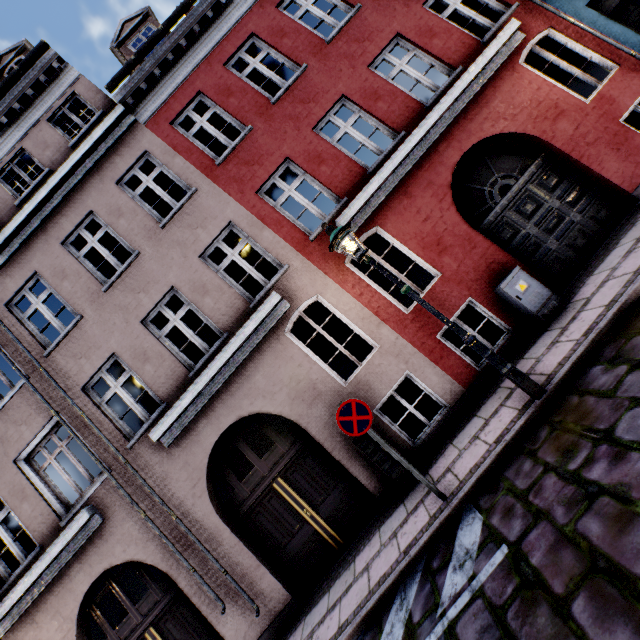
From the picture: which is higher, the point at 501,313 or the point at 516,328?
the point at 501,313

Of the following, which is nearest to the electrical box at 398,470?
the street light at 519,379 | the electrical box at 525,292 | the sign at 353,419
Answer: the sign at 353,419

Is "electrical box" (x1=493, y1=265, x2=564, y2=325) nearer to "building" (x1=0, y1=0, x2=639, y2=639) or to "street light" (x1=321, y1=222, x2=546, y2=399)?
"building" (x1=0, y1=0, x2=639, y2=639)

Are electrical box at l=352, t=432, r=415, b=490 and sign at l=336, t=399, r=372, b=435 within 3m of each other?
yes

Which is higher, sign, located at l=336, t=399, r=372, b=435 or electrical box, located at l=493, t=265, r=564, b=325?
sign, located at l=336, t=399, r=372, b=435

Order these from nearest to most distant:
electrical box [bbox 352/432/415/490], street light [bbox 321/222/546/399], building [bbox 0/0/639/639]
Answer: street light [bbox 321/222/546/399], electrical box [bbox 352/432/415/490], building [bbox 0/0/639/639]

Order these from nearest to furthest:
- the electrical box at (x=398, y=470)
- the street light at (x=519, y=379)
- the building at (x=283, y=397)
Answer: the street light at (x=519, y=379) → the electrical box at (x=398, y=470) → the building at (x=283, y=397)

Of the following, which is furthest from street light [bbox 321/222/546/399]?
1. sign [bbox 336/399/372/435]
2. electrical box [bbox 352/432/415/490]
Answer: electrical box [bbox 352/432/415/490]
